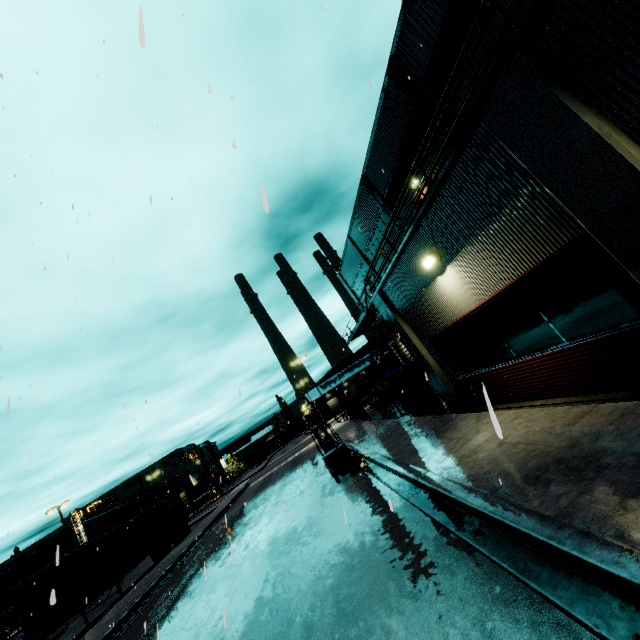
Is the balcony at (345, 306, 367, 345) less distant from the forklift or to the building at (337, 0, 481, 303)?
the building at (337, 0, 481, 303)

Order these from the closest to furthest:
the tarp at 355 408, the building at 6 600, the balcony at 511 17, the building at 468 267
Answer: the building at 468 267 < the balcony at 511 17 < the tarp at 355 408 < the building at 6 600

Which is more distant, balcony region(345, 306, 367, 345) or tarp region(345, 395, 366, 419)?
balcony region(345, 306, 367, 345)

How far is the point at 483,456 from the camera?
6.23m

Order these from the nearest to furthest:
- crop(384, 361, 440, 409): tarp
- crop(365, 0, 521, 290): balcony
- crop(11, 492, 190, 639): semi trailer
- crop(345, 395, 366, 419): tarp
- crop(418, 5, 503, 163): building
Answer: crop(365, 0, 521, 290): balcony
crop(418, 5, 503, 163): building
crop(384, 361, 440, 409): tarp
crop(11, 492, 190, 639): semi trailer
crop(345, 395, 366, 419): tarp

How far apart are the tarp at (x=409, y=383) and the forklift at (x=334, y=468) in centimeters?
328cm

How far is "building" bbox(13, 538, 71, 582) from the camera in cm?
5431

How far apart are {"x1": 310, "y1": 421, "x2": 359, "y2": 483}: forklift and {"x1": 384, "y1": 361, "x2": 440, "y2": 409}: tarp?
3.28m
